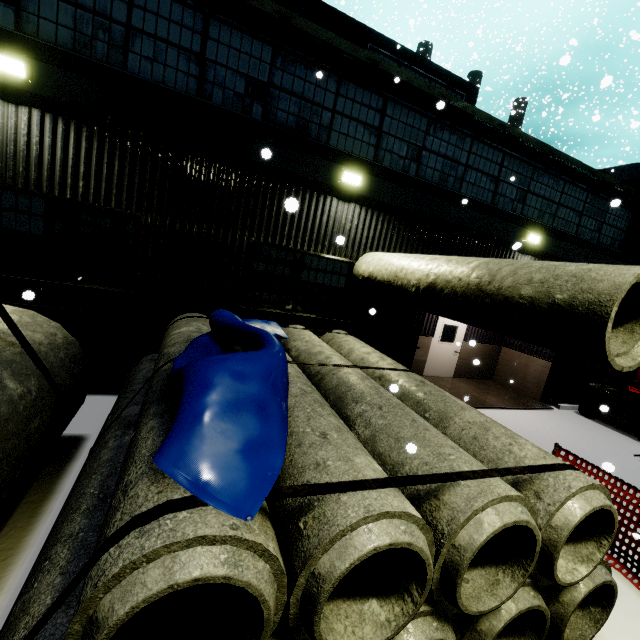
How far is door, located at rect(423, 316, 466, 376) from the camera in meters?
11.8

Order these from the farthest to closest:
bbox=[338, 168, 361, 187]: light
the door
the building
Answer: the door → bbox=[338, 168, 361, 187]: light → the building

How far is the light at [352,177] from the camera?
7.0m

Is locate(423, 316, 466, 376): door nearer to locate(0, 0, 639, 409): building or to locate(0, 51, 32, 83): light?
locate(0, 0, 639, 409): building

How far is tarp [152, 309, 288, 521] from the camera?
1.9m

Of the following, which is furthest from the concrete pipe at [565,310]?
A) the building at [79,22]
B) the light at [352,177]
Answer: the light at [352,177]

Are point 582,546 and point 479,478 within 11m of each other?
yes

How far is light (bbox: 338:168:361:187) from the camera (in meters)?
7.03
